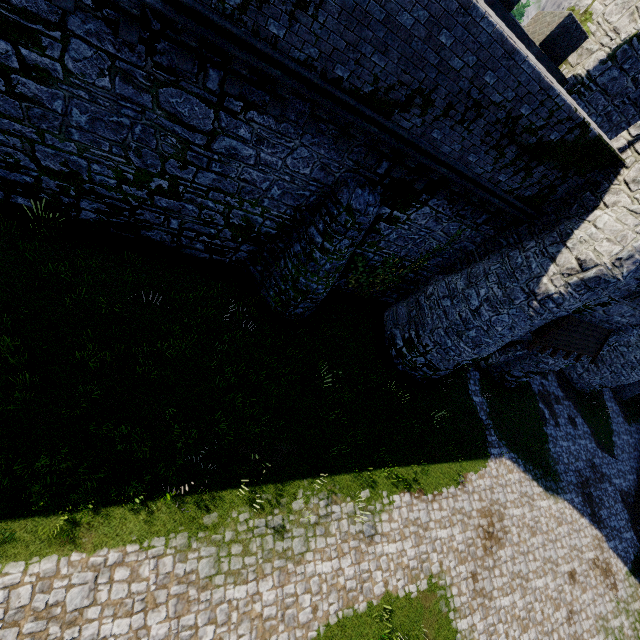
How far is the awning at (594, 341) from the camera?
13.3m

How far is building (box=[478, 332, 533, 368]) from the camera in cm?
1562

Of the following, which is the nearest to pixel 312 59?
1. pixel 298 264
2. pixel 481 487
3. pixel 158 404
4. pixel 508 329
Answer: pixel 298 264

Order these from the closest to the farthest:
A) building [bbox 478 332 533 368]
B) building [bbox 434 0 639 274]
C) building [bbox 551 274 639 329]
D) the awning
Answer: building [bbox 434 0 639 274] → building [bbox 551 274 639 329] → the awning → building [bbox 478 332 533 368]

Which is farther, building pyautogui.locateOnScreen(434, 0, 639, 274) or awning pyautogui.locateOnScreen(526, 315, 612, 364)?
awning pyautogui.locateOnScreen(526, 315, 612, 364)

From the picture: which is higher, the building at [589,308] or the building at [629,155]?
the building at [629,155]

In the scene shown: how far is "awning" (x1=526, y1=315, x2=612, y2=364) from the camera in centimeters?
1333cm
